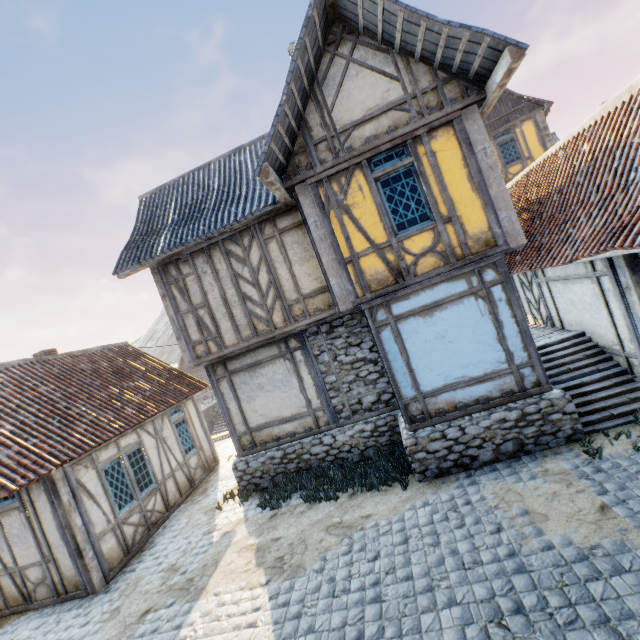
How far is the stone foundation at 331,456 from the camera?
6.3 meters

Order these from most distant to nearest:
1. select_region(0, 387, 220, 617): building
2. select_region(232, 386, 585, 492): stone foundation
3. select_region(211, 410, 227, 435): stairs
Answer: select_region(211, 410, 227, 435): stairs → select_region(0, 387, 220, 617): building → select_region(232, 386, 585, 492): stone foundation

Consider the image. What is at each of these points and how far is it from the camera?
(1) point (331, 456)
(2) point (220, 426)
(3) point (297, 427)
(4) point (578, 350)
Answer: (1) stone foundation, 8.77m
(2) stairs, 28.52m
(3) building, 9.09m
(4) stairs, 7.65m

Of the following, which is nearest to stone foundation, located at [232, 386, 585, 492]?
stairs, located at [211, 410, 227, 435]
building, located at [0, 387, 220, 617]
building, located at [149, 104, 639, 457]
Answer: building, located at [149, 104, 639, 457]

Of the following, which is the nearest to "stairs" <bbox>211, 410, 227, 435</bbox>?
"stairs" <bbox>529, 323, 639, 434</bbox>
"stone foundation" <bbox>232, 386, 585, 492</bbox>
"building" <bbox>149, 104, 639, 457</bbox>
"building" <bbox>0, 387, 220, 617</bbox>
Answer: "building" <bbox>0, 387, 220, 617</bbox>

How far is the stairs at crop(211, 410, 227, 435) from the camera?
27.9m

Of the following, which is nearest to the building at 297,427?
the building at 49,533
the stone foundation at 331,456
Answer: the stone foundation at 331,456

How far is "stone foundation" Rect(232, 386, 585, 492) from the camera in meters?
6.3 m
